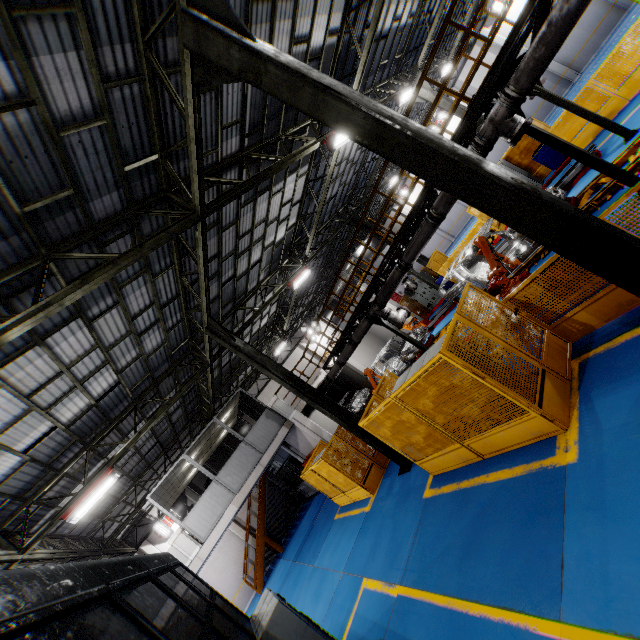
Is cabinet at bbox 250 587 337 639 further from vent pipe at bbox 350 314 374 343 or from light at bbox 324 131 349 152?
light at bbox 324 131 349 152

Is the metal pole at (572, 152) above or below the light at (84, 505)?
below

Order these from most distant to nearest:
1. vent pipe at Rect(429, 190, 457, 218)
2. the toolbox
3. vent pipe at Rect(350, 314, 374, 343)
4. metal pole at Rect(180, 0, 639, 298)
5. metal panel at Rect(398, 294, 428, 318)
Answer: metal panel at Rect(398, 294, 428, 318)
the toolbox
vent pipe at Rect(350, 314, 374, 343)
vent pipe at Rect(429, 190, 457, 218)
metal pole at Rect(180, 0, 639, 298)

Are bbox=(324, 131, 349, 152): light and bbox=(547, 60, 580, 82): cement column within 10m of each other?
no

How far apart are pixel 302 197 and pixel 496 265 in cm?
933

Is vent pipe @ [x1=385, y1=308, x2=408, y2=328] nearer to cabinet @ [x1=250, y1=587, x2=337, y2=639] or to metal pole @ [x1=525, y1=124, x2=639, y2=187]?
metal pole @ [x1=525, y1=124, x2=639, y2=187]

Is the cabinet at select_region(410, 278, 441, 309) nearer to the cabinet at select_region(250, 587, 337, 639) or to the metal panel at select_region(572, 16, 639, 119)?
the metal panel at select_region(572, 16, 639, 119)

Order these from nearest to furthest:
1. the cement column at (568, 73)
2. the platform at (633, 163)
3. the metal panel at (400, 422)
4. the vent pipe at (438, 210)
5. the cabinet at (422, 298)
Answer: the metal panel at (400, 422) < the platform at (633, 163) < the vent pipe at (438, 210) < the cabinet at (422, 298) < the cement column at (568, 73)
